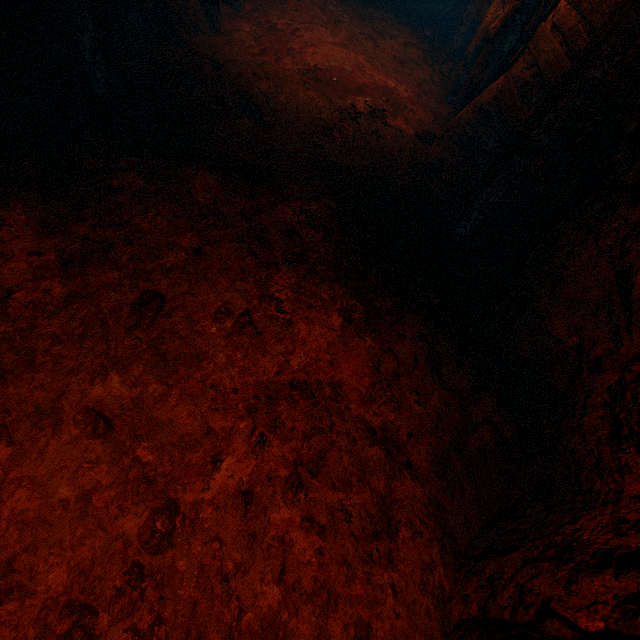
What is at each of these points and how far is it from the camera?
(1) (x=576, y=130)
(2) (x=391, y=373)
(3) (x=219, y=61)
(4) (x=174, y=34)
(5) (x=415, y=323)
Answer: (1) z, 2.65m
(2) instancedfoliageactor, 2.46m
(3) instancedfoliageactor, 4.17m
(4) instancedfoliageactor, 4.23m
(5) instancedfoliageactor, 2.75m

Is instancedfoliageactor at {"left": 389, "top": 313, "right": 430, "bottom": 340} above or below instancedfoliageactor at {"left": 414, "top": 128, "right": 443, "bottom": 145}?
above

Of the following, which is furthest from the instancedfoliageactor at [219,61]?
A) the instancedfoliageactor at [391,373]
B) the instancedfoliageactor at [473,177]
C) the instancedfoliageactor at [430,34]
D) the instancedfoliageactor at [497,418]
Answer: the instancedfoliageactor at [430,34]

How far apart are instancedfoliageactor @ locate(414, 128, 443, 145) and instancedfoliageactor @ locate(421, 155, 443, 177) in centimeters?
36cm

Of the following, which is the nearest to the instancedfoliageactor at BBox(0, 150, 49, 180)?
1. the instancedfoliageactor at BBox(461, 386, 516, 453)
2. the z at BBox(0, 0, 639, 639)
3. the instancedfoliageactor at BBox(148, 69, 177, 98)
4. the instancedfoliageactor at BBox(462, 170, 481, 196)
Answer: the z at BBox(0, 0, 639, 639)

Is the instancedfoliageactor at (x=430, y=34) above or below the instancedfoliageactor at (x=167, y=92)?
above

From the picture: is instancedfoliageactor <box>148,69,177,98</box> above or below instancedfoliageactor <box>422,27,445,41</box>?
below

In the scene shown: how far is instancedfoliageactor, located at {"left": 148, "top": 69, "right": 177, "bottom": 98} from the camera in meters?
3.6
